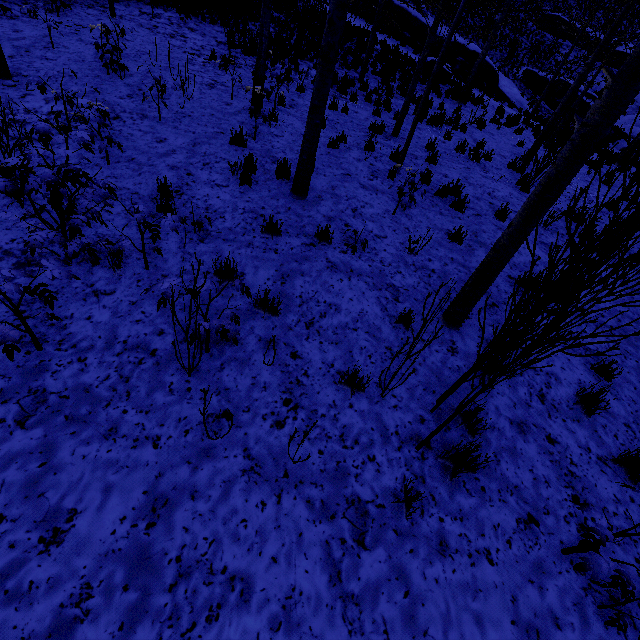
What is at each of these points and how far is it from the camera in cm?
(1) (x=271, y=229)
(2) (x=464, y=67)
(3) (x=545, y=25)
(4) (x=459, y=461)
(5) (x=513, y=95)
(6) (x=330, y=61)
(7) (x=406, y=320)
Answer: (1) instancedfoliageactor, 487
(2) rock, 2014
(3) rock, 3444
(4) instancedfoliageactor, 306
(5) rock, 2173
(6) instancedfoliageactor, 454
(7) instancedfoliageactor, 421

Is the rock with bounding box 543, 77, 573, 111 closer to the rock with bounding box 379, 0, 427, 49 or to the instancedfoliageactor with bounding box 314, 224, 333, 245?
the rock with bounding box 379, 0, 427, 49

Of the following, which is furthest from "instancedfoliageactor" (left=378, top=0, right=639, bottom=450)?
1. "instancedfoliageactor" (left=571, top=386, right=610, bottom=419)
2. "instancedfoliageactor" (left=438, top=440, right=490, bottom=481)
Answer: "instancedfoliageactor" (left=571, top=386, right=610, bottom=419)

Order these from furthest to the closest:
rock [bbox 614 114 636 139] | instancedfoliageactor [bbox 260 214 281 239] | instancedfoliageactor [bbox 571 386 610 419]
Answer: rock [bbox 614 114 636 139]
instancedfoliageactor [bbox 260 214 281 239]
instancedfoliageactor [bbox 571 386 610 419]

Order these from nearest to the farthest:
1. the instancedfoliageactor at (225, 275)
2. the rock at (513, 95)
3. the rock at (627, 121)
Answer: the instancedfoliageactor at (225, 275)
the rock at (513, 95)
the rock at (627, 121)

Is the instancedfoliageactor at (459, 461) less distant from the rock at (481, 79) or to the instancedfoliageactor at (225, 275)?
the instancedfoliageactor at (225, 275)

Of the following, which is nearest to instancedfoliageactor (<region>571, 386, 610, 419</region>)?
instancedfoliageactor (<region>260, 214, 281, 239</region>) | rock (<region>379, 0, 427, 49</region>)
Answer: instancedfoliageactor (<region>260, 214, 281, 239</region>)

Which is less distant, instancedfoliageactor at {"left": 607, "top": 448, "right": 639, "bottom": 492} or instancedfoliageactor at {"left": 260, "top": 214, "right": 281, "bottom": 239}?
instancedfoliageactor at {"left": 607, "top": 448, "right": 639, "bottom": 492}
